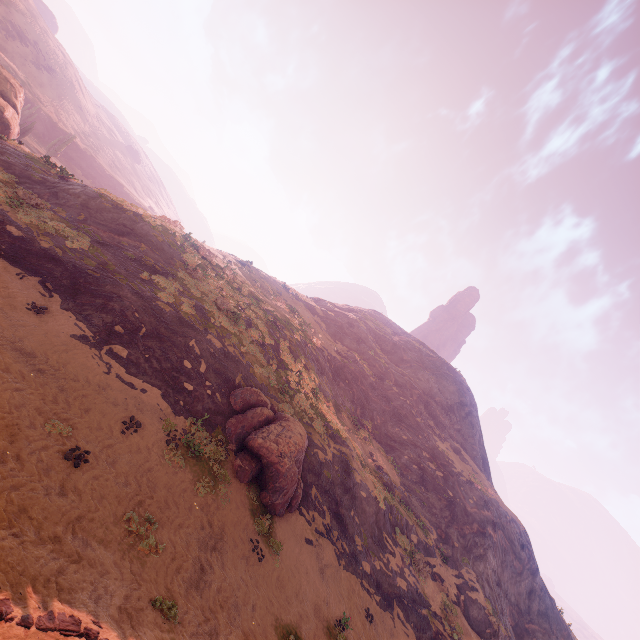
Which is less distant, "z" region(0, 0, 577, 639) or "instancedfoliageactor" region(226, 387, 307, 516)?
"z" region(0, 0, 577, 639)

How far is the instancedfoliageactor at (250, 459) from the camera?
13.3m

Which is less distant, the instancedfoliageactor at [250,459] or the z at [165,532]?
the z at [165,532]

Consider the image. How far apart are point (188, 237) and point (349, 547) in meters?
22.1

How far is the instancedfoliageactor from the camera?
13.34m
